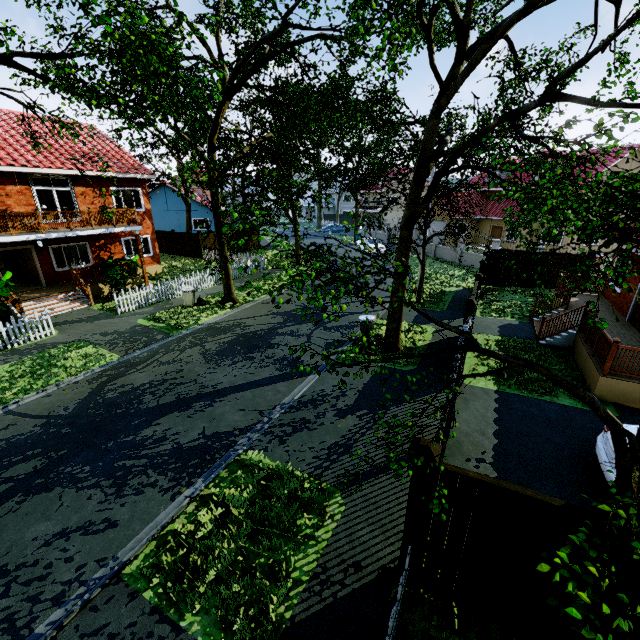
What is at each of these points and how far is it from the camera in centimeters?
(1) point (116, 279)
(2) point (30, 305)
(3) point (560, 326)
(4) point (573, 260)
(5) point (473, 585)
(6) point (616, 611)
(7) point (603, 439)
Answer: (1) plant, 1752cm
(2) stairs, 1509cm
(3) stairs, 1275cm
(4) fence, 1836cm
(5) fence, 431cm
(6) fence, 345cm
(7) car, 667cm

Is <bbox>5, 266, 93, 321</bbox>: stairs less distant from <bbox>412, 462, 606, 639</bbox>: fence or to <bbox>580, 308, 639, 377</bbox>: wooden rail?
<bbox>412, 462, 606, 639</bbox>: fence

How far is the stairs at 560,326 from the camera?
11.7m

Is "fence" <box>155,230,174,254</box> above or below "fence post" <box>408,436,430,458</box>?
below

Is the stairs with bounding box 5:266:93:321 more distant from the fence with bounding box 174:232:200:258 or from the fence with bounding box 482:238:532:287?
the fence with bounding box 482:238:532:287

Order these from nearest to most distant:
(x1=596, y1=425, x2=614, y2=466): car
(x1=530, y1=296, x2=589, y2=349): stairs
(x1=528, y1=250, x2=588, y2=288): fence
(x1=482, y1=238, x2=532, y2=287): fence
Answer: (x1=596, y1=425, x2=614, y2=466): car, (x1=530, y1=296, x2=589, y2=349): stairs, (x1=528, y1=250, x2=588, y2=288): fence, (x1=482, y1=238, x2=532, y2=287): fence

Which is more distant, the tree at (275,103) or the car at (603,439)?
the car at (603,439)

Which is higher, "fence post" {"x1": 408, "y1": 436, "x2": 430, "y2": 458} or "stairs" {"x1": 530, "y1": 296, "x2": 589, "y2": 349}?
"fence post" {"x1": 408, "y1": 436, "x2": 430, "y2": 458}
